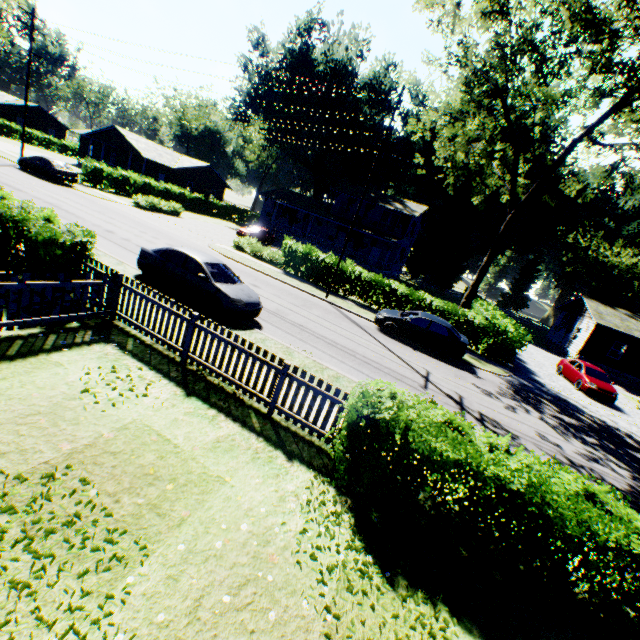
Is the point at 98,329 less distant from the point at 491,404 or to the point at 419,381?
the point at 419,381

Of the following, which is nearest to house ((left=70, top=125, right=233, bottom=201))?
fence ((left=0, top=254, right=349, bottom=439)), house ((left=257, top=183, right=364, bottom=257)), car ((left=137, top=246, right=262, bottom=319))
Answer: house ((left=257, top=183, right=364, bottom=257))

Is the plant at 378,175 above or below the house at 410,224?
above

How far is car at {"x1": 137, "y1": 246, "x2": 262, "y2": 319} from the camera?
10.7m

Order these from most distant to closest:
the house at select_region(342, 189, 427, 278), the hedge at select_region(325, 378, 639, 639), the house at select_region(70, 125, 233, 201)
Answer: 1. the house at select_region(70, 125, 233, 201)
2. the house at select_region(342, 189, 427, 278)
3. the hedge at select_region(325, 378, 639, 639)

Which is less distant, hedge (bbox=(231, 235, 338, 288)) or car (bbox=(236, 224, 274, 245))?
hedge (bbox=(231, 235, 338, 288))

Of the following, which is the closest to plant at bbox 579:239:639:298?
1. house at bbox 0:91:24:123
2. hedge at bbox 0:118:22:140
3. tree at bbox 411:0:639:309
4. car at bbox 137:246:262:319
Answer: car at bbox 137:246:262:319

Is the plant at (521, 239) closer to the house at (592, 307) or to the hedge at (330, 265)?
the hedge at (330, 265)
